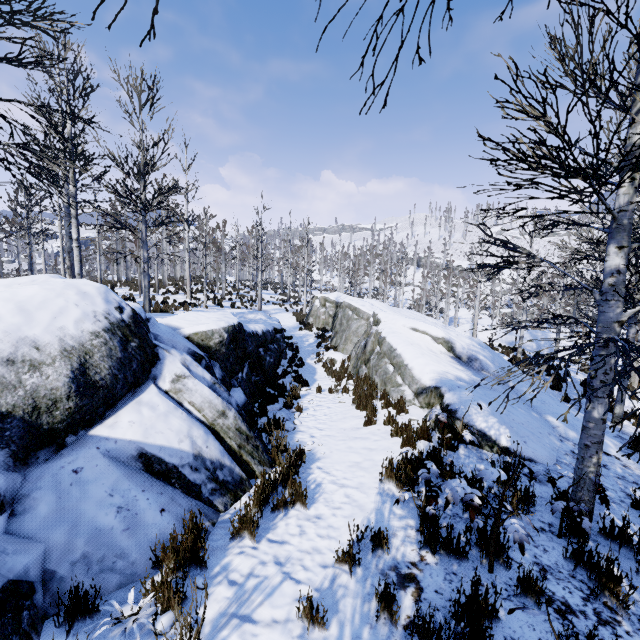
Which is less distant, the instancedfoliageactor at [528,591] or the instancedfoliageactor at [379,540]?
the instancedfoliageactor at [528,591]

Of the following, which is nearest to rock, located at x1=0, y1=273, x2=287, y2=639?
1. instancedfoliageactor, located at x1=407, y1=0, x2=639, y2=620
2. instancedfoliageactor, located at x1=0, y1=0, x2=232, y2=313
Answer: instancedfoliageactor, located at x1=407, y1=0, x2=639, y2=620

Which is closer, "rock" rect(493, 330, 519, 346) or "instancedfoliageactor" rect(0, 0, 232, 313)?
"instancedfoliageactor" rect(0, 0, 232, 313)

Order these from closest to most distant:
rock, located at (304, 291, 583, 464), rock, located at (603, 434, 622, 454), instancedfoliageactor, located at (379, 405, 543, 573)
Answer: instancedfoliageactor, located at (379, 405, 543, 573)
rock, located at (304, 291, 583, 464)
rock, located at (603, 434, 622, 454)

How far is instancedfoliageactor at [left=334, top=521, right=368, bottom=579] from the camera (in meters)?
3.18

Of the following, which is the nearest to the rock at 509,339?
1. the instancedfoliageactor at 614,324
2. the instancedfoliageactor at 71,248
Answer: the instancedfoliageactor at 614,324

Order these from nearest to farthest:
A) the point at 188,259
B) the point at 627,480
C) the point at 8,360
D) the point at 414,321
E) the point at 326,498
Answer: the point at 8,360 → the point at 326,498 → the point at 627,480 → the point at 414,321 → the point at 188,259

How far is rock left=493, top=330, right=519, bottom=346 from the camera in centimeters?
2359cm
